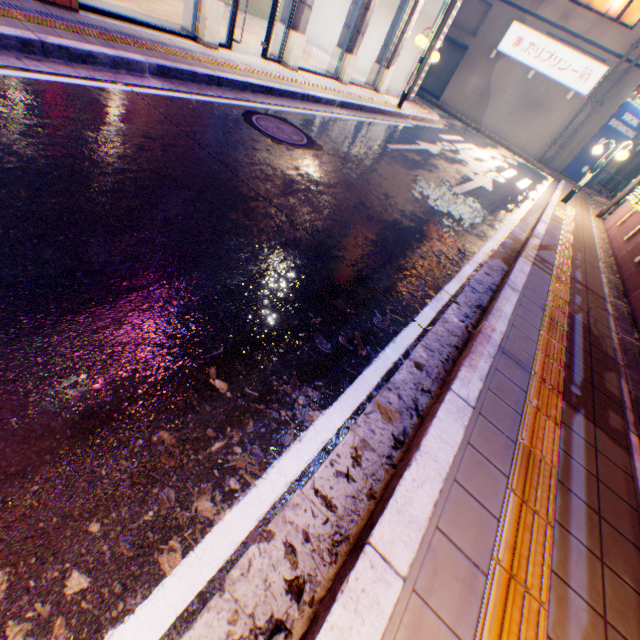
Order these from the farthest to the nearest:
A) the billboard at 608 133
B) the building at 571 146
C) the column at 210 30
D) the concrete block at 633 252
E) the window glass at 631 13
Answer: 1. the billboard at 608 133
2. the building at 571 146
3. the window glass at 631 13
4. the column at 210 30
5. the concrete block at 633 252

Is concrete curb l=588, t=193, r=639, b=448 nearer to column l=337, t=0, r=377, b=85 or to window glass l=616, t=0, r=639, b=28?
window glass l=616, t=0, r=639, b=28

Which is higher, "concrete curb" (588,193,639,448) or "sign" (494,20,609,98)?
"sign" (494,20,609,98)

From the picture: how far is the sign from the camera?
18.2 meters

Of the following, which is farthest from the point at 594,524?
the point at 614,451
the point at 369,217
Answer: the point at 369,217

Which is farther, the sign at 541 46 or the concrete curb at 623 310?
the sign at 541 46

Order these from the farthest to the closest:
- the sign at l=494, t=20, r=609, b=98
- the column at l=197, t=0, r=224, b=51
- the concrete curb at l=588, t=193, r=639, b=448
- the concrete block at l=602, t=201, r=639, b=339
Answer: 1. the sign at l=494, t=20, r=609, b=98
2. the column at l=197, t=0, r=224, b=51
3. the concrete block at l=602, t=201, r=639, b=339
4. the concrete curb at l=588, t=193, r=639, b=448

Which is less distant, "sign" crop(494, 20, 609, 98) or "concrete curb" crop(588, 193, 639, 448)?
"concrete curb" crop(588, 193, 639, 448)
